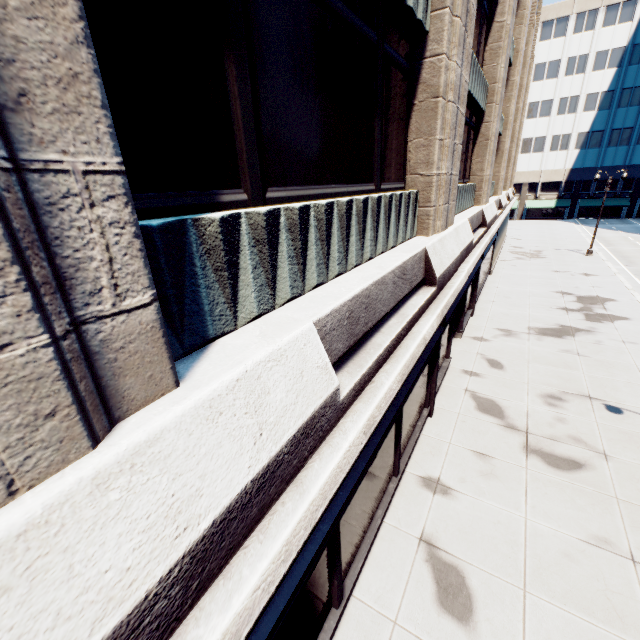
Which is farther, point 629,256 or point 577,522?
point 629,256
